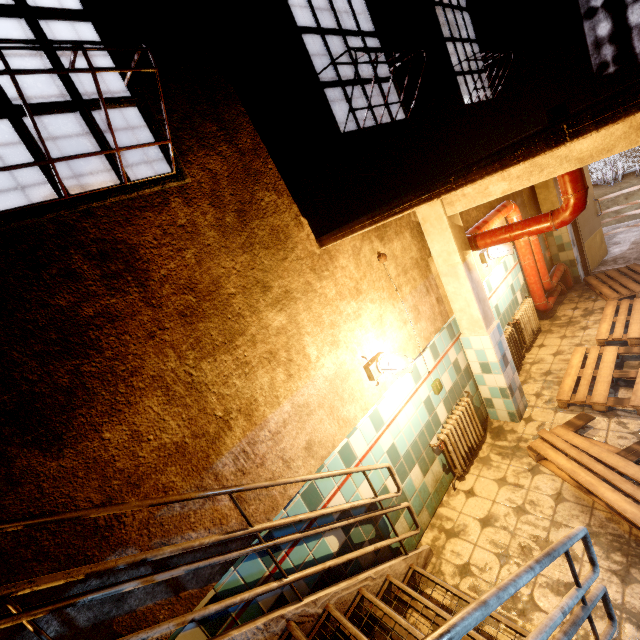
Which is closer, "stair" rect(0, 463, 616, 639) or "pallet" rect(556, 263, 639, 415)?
"stair" rect(0, 463, 616, 639)

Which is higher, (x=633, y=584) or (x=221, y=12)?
(x=221, y=12)

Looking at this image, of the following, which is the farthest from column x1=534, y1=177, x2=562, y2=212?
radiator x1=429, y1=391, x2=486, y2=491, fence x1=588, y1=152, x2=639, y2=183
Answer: fence x1=588, y1=152, x2=639, y2=183

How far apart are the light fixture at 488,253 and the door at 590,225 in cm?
306

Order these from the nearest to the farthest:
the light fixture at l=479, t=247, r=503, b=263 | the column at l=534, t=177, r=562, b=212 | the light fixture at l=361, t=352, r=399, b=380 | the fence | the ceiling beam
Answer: the ceiling beam
the light fixture at l=361, t=352, r=399, b=380
the light fixture at l=479, t=247, r=503, b=263
the column at l=534, t=177, r=562, b=212
the fence

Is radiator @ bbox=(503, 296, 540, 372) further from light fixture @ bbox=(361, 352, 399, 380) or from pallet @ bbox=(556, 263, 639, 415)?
light fixture @ bbox=(361, 352, 399, 380)

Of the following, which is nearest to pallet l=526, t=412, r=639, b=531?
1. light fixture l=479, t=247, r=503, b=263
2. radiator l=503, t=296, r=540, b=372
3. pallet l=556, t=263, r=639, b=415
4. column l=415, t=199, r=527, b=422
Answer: column l=415, t=199, r=527, b=422

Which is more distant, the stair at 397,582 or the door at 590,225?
the door at 590,225
